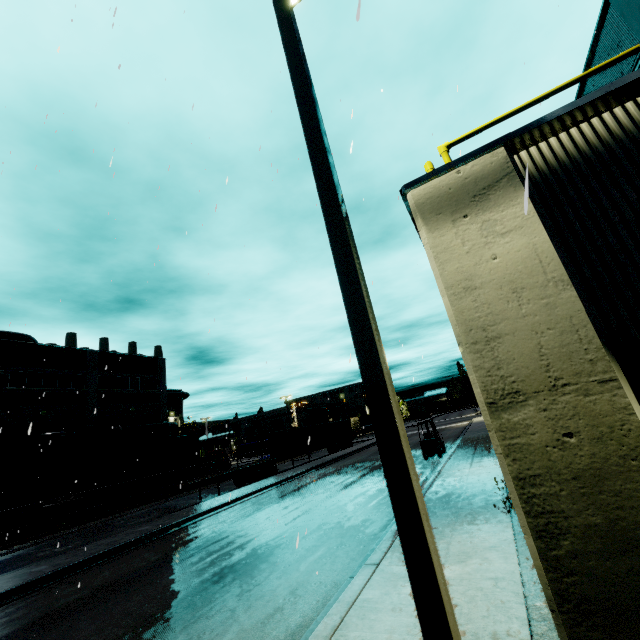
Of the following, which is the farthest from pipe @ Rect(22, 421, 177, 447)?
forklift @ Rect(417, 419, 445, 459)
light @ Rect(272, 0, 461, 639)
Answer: light @ Rect(272, 0, 461, 639)

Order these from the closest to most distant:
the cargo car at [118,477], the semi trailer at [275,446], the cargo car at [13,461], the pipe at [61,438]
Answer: the cargo car at [13,461]
the semi trailer at [275,446]
the cargo car at [118,477]
the pipe at [61,438]

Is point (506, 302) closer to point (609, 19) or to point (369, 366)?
point (369, 366)

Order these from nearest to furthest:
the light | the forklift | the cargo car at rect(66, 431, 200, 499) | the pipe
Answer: the light → the forklift → the cargo car at rect(66, 431, 200, 499) → the pipe

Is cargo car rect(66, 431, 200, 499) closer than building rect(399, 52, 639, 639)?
No

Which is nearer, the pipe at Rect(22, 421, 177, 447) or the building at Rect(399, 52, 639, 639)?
the building at Rect(399, 52, 639, 639)

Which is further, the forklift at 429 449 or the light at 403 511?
the forklift at 429 449

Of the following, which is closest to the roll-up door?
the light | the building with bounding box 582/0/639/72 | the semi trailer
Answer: the building with bounding box 582/0/639/72
